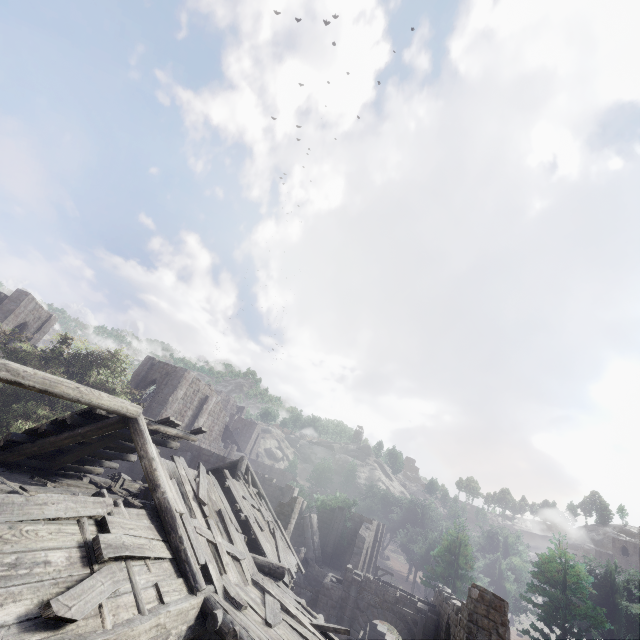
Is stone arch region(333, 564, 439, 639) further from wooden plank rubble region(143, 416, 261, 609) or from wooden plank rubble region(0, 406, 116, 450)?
wooden plank rubble region(0, 406, 116, 450)

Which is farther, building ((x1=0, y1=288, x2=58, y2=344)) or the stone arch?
building ((x1=0, y1=288, x2=58, y2=344))

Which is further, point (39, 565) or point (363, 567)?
point (363, 567)

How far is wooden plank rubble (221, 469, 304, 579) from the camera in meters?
12.6

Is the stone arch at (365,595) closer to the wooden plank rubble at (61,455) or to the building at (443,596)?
the building at (443,596)

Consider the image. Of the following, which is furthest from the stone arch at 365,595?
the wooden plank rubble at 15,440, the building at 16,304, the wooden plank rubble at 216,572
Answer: the wooden plank rubble at 15,440

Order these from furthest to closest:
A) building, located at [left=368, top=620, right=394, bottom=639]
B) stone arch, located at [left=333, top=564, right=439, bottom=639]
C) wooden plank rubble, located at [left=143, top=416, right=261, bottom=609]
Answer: building, located at [left=368, top=620, right=394, bottom=639], stone arch, located at [left=333, top=564, right=439, bottom=639], wooden plank rubble, located at [left=143, top=416, right=261, bottom=609]
